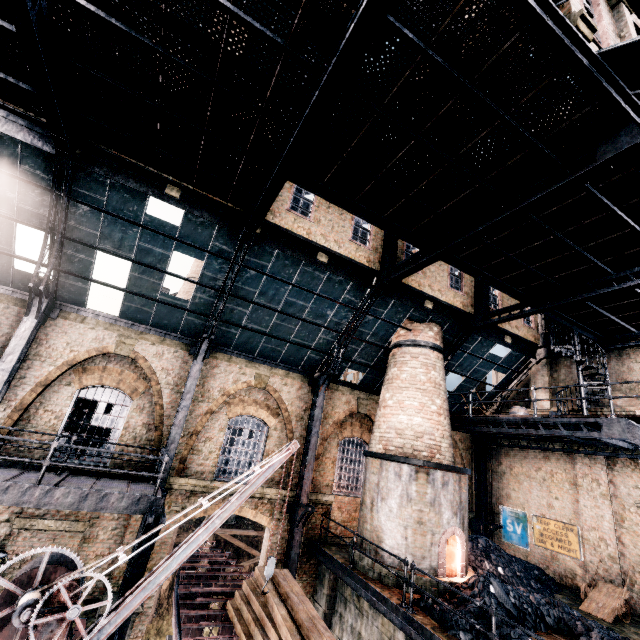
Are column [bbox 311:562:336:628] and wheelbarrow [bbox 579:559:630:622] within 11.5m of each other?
yes

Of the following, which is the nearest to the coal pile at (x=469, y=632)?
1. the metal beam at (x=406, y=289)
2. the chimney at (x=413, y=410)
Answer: the chimney at (x=413, y=410)

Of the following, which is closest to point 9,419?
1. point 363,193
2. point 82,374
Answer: point 82,374

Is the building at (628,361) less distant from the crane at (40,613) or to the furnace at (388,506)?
the furnace at (388,506)

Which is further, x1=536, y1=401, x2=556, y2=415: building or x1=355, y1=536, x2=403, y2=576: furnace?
x1=536, y1=401, x2=556, y2=415: building

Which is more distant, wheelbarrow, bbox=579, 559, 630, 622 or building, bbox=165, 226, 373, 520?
building, bbox=165, 226, 373, 520

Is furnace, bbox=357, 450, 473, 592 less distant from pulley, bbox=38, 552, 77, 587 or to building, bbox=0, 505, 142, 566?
building, bbox=0, 505, 142, 566

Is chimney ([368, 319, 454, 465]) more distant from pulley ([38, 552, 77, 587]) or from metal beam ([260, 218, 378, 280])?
pulley ([38, 552, 77, 587])
